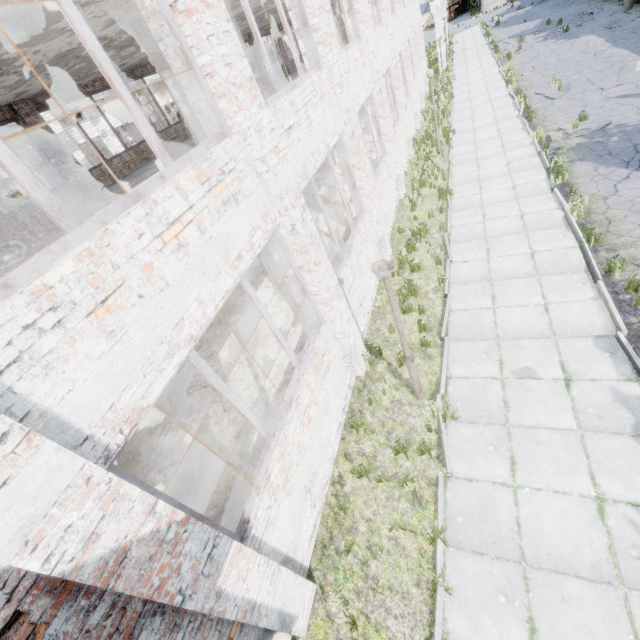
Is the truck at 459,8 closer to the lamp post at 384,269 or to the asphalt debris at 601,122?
the asphalt debris at 601,122

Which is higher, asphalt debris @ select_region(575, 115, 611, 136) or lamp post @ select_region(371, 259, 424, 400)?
lamp post @ select_region(371, 259, 424, 400)

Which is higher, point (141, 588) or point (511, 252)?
point (141, 588)

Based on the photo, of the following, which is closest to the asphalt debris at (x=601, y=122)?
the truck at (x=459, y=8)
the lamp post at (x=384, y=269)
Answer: the lamp post at (x=384, y=269)

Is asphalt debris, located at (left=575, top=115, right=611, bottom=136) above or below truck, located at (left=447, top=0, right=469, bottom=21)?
below

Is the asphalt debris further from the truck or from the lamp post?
the truck

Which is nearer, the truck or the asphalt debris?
the asphalt debris
